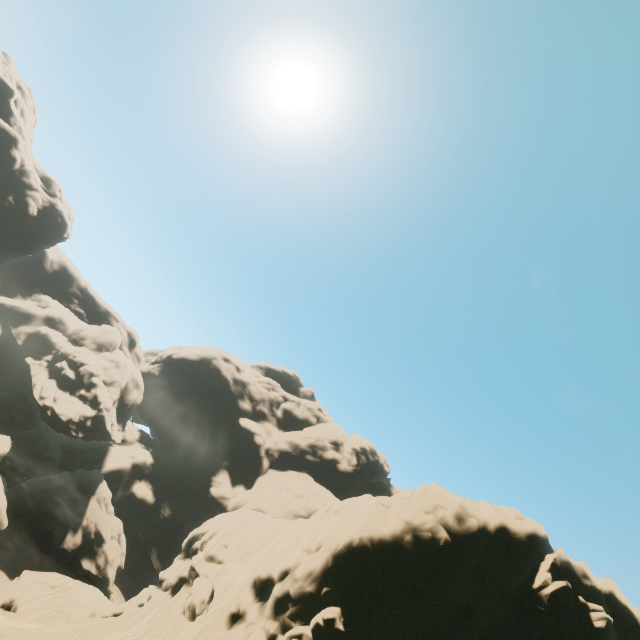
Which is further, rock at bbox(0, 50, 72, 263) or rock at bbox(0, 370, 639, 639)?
rock at bbox(0, 50, 72, 263)

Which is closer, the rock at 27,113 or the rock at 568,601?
the rock at 568,601

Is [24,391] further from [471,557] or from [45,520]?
[471,557]
